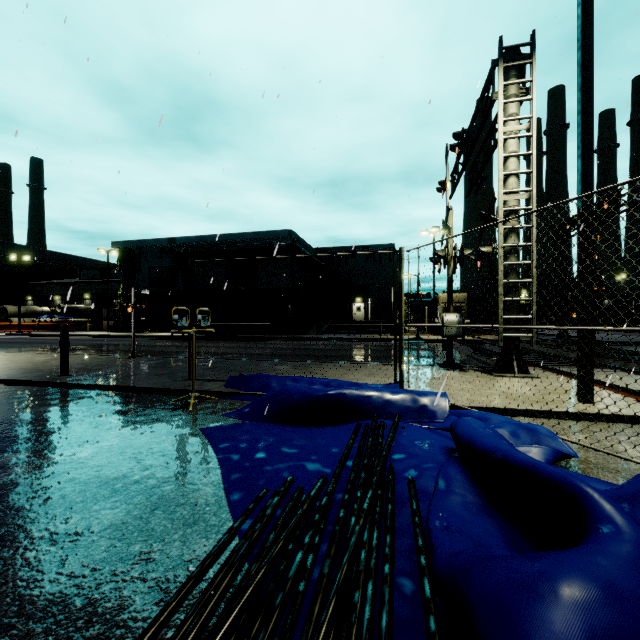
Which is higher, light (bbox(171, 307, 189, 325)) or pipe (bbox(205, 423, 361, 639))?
light (bbox(171, 307, 189, 325))

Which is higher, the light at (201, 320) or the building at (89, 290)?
the building at (89, 290)

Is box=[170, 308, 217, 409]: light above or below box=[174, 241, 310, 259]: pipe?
below

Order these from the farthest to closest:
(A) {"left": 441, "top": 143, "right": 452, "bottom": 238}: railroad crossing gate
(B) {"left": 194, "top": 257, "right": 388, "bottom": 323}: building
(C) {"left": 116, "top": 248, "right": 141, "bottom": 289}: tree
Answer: (C) {"left": 116, "top": 248, "right": 141, "bottom": 289}: tree
(B) {"left": 194, "top": 257, "right": 388, "bottom": 323}: building
(A) {"left": 441, "top": 143, "right": 452, "bottom": 238}: railroad crossing gate

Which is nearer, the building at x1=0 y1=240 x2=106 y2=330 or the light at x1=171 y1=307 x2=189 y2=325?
the light at x1=171 y1=307 x2=189 y2=325

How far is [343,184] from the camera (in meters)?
11.58

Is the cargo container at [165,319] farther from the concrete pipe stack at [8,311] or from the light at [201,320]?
the concrete pipe stack at [8,311]

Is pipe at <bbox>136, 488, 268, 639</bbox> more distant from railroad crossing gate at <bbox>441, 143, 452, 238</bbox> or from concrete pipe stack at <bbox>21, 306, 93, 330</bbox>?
concrete pipe stack at <bbox>21, 306, 93, 330</bbox>
